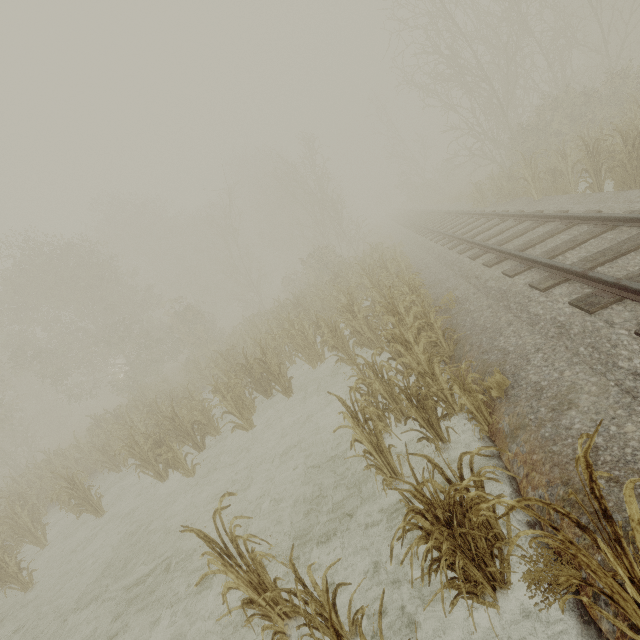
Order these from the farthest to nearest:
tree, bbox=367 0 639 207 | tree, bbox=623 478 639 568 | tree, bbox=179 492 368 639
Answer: tree, bbox=367 0 639 207
tree, bbox=179 492 368 639
tree, bbox=623 478 639 568

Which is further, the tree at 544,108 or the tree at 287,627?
the tree at 544,108

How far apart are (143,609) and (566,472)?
6.72m

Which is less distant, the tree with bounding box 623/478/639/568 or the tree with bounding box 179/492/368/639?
the tree with bounding box 623/478/639/568

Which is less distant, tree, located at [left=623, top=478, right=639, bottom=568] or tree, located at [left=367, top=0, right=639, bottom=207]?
tree, located at [left=623, top=478, right=639, bottom=568]
